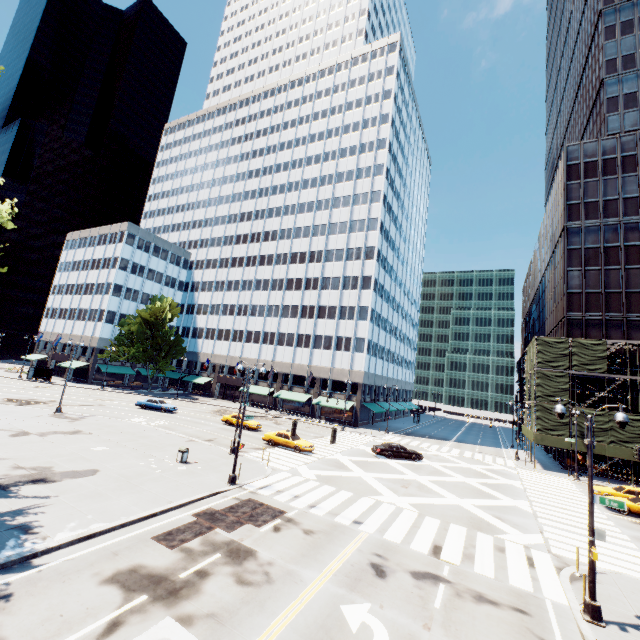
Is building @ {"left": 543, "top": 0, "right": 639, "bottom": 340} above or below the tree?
above

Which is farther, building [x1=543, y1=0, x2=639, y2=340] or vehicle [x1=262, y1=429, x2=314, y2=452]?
building [x1=543, y1=0, x2=639, y2=340]

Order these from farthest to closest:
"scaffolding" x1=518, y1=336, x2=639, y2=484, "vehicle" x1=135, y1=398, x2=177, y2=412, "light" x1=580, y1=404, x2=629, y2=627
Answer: "vehicle" x1=135, y1=398, x2=177, y2=412
"scaffolding" x1=518, y1=336, x2=639, y2=484
"light" x1=580, y1=404, x2=629, y2=627

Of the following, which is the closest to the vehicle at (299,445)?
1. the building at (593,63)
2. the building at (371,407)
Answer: the building at (371,407)

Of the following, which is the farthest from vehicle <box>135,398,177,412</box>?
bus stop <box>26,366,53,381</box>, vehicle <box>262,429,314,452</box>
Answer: bus stop <box>26,366,53,381</box>

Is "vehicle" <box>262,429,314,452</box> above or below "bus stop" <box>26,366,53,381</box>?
below

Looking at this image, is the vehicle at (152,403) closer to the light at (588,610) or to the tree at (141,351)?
the tree at (141,351)

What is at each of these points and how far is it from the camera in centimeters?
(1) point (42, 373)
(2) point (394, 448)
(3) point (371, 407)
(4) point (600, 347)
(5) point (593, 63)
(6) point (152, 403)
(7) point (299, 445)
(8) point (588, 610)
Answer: (1) bus stop, 5656cm
(2) vehicle, 3266cm
(3) building, 5306cm
(4) scaffolding, 3716cm
(5) building, 5416cm
(6) vehicle, 4200cm
(7) vehicle, 2973cm
(8) light, 1121cm
